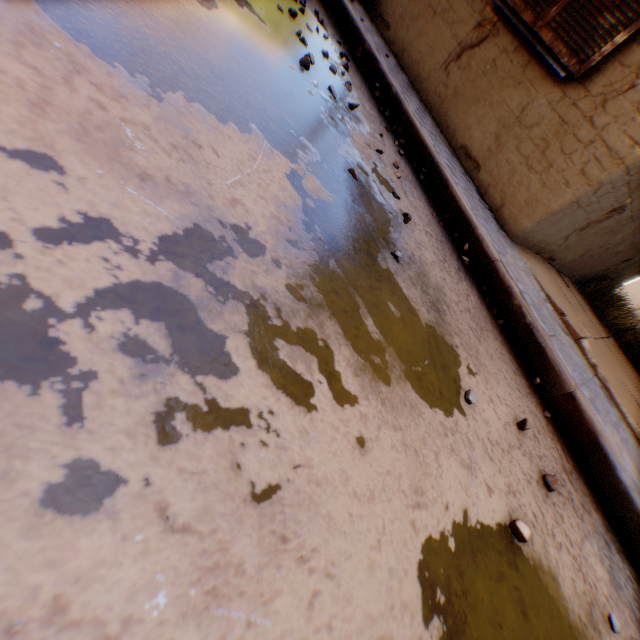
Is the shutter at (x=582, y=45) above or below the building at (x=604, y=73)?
above

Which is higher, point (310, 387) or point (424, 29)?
point (424, 29)

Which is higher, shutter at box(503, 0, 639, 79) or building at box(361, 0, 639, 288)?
shutter at box(503, 0, 639, 79)
